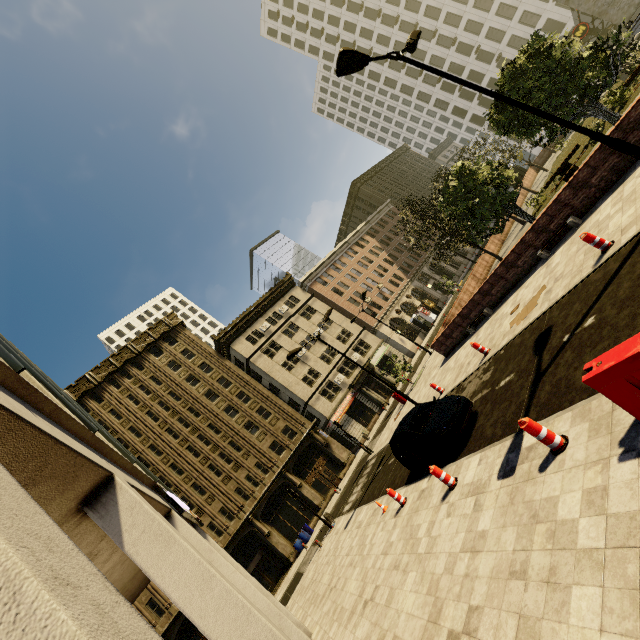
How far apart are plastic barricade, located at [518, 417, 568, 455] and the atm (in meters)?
43.48

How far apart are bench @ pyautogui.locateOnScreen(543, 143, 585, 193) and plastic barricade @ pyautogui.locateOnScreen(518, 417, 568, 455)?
19.2m

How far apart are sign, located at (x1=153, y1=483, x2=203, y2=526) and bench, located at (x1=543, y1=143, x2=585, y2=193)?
24.5m

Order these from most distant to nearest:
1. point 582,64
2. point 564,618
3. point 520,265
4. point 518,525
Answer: point 520,265 < point 582,64 < point 518,525 < point 564,618

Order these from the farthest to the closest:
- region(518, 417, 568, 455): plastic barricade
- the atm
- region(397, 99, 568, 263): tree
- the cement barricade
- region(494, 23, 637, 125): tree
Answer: the atm → region(397, 99, 568, 263): tree → region(494, 23, 637, 125): tree → region(518, 417, 568, 455): plastic barricade → the cement barricade

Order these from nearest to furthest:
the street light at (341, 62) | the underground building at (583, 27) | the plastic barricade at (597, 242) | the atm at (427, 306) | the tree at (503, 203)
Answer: the street light at (341, 62)
the plastic barricade at (597, 242)
the tree at (503, 203)
the underground building at (583, 27)
the atm at (427, 306)

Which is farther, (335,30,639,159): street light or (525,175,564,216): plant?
(525,175,564,216): plant

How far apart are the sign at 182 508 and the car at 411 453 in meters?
7.3 m
